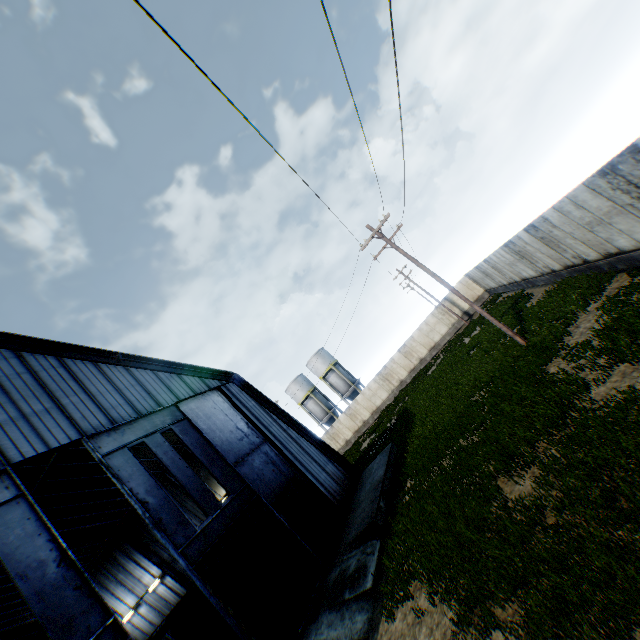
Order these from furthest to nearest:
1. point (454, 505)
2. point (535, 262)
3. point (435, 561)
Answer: point (535, 262)
point (454, 505)
point (435, 561)

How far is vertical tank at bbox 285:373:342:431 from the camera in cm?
4997

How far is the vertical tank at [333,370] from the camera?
48.69m

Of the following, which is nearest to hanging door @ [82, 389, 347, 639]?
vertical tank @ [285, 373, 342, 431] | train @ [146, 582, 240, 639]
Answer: train @ [146, 582, 240, 639]

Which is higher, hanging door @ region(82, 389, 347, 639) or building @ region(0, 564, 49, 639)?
building @ region(0, 564, 49, 639)

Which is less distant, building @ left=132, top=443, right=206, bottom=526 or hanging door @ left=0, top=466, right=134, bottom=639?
hanging door @ left=0, top=466, right=134, bottom=639

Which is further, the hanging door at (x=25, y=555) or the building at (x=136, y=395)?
the building at (x=136, y=395)

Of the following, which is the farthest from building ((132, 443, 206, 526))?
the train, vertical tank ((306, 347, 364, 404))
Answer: vertical tank ((306, 347, 364, 404))
